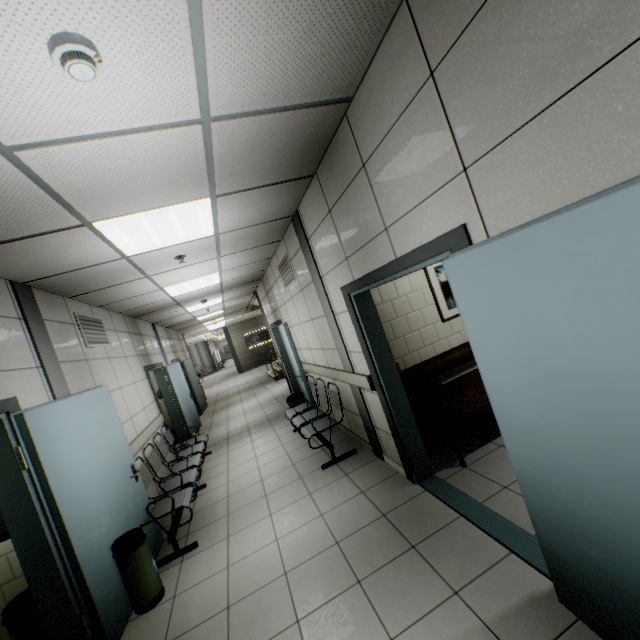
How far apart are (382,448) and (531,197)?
3.4m

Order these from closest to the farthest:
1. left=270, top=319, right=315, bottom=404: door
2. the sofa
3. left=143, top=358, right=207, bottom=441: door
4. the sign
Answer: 1. the sofa
2. left=270, top=319, right=315, bottom=404: door
3. left=143, top=358, right=207, bottom=441: door
4. the sign

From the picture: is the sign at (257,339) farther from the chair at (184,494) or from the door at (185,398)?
the chair at (184,494)

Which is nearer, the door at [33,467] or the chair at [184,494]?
the door at [33,467]

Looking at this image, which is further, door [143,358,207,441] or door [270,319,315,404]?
door [143,358,207,441]

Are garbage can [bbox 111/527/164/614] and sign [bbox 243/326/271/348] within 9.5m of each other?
no

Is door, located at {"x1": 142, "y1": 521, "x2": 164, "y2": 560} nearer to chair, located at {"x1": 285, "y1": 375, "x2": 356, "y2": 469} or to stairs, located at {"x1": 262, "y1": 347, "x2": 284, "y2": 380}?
chair, located at {"x1": 285, "y1": 375, "x2": 356, "y2": 469}

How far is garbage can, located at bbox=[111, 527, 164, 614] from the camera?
2.9m
